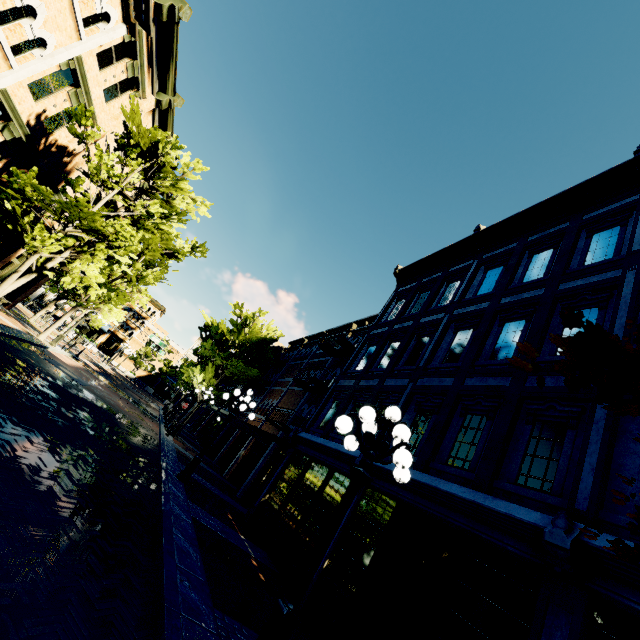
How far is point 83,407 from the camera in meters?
11.4

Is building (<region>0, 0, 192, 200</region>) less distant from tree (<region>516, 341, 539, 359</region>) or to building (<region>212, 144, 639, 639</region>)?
tree (<region>516, 341, 539, 359</region>)

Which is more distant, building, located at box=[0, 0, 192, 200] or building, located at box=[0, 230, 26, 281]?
building, located at box=[0, 230, 26, 281]

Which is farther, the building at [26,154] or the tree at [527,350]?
the building at [26,154]

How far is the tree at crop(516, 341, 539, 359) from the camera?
2.46m

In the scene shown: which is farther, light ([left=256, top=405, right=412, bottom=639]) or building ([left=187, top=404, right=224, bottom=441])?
building ([left=187, top=404, right=224, bottom=441])

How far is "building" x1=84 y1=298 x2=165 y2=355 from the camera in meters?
53.5

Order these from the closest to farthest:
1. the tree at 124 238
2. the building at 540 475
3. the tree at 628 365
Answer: the tree at 628 365 < the building at 540 475 < the tree at 124 238
